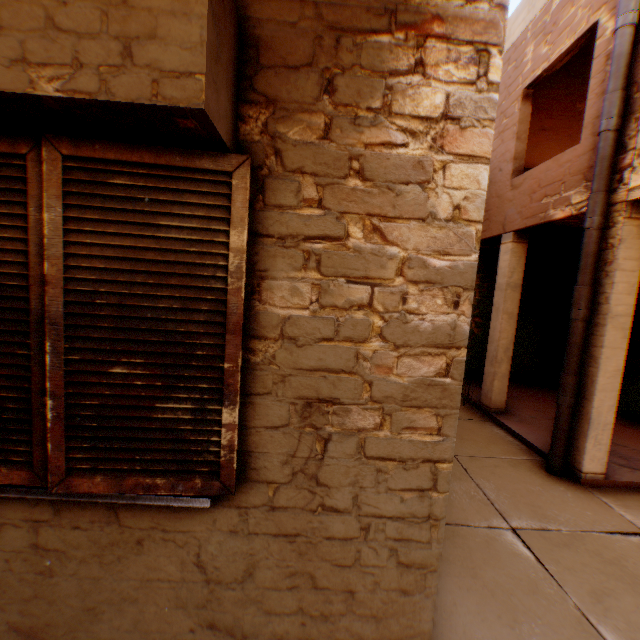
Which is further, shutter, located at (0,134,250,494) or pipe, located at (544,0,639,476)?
pipe, located at (544,0,639,476)

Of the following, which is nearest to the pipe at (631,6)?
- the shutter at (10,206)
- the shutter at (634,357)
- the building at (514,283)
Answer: the building at (514,283)

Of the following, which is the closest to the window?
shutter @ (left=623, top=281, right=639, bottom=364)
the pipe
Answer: shutter @ (left=623, top=281, right=639, bottom=364)

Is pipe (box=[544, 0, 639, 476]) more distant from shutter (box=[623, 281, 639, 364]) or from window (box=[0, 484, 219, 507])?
window (box=[0, 484, 219, 507])

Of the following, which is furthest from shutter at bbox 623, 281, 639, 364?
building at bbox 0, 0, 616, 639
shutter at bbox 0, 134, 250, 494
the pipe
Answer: the pipe

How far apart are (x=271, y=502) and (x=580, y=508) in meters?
3.8

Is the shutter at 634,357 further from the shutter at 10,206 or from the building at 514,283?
the shutter at 10,206

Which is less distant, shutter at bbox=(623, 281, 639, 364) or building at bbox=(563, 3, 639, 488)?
building at bbox=(563, 3, 639, 488)
